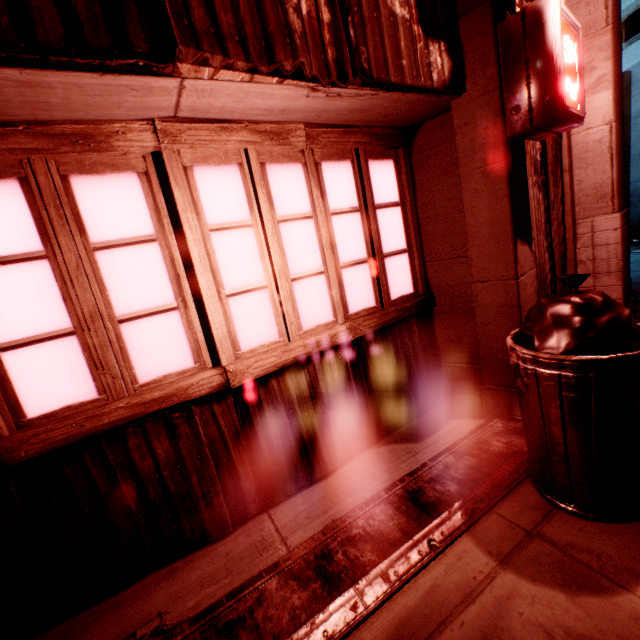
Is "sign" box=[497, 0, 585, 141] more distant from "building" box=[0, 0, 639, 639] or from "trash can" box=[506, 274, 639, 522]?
"trash can" box=[506, 274, 639, 522]

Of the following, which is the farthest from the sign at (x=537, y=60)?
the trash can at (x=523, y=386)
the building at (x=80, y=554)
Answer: the trash can at (x=523, y=386)

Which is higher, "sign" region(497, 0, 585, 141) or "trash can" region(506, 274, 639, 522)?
"sign" region(497, 0, 585, 141)

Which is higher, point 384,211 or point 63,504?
point 384,211

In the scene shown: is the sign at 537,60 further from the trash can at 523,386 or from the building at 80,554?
the trash can at 523,386

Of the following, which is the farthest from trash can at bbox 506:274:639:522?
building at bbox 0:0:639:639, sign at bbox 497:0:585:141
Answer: sign at bbox 497:0:585:141
